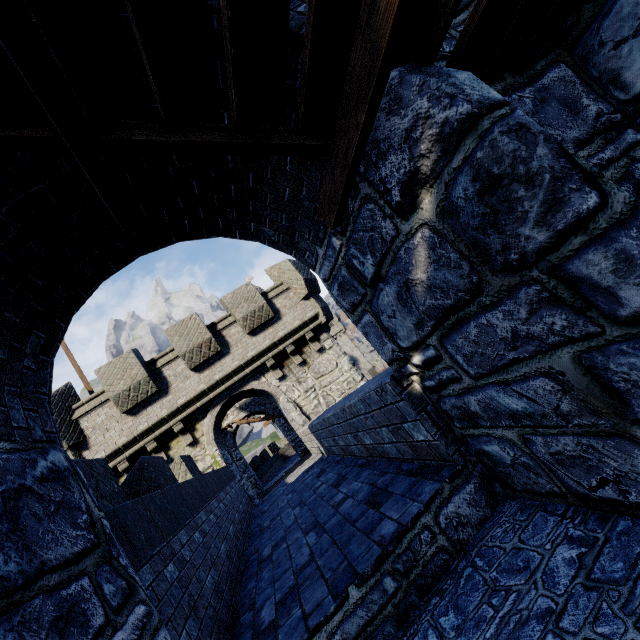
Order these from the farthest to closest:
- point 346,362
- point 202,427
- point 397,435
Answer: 1. point 346,362
2. point 202,427
3. point 397,435
